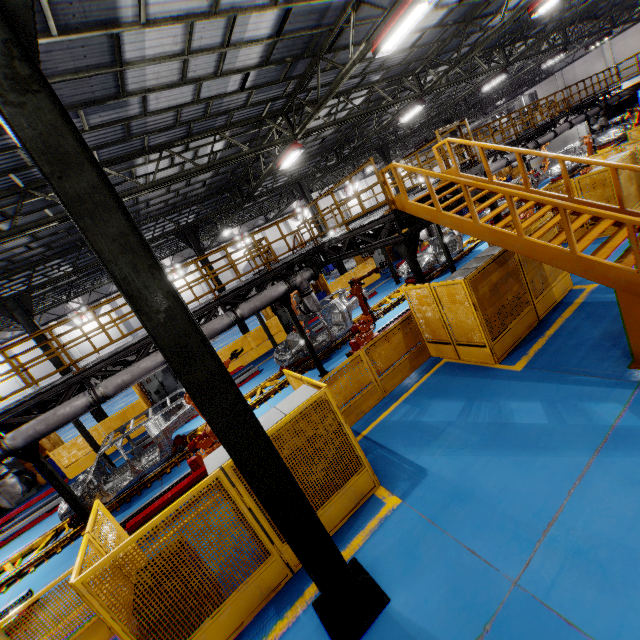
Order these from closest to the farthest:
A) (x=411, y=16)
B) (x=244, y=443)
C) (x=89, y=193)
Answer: (x=89, y=193), (x=244, y=443), (x=411, y=16)

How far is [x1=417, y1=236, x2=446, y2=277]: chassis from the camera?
15.74m

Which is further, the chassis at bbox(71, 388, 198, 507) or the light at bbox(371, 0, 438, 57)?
the chassis at bbox(71, 388, 198, 507)

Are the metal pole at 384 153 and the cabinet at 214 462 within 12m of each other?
no

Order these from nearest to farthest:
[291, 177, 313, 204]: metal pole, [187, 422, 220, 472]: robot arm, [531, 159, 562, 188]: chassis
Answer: [187, 422, 220, 472]: robot arm, [531, 159, 562, 188]: chassis, [291, 177, 313, 204]: metal pole

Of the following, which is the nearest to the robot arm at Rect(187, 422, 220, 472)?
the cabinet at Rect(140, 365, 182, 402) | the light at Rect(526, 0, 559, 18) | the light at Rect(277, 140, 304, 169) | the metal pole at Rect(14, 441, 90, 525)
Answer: the metal pole at Rect(14, 441, 90, 525)

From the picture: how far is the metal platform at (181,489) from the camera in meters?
7.6

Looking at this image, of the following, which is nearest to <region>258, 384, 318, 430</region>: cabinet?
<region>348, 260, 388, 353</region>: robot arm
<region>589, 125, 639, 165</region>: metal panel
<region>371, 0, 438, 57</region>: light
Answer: <region>589, 125, 639, 165</region>: metal panel
